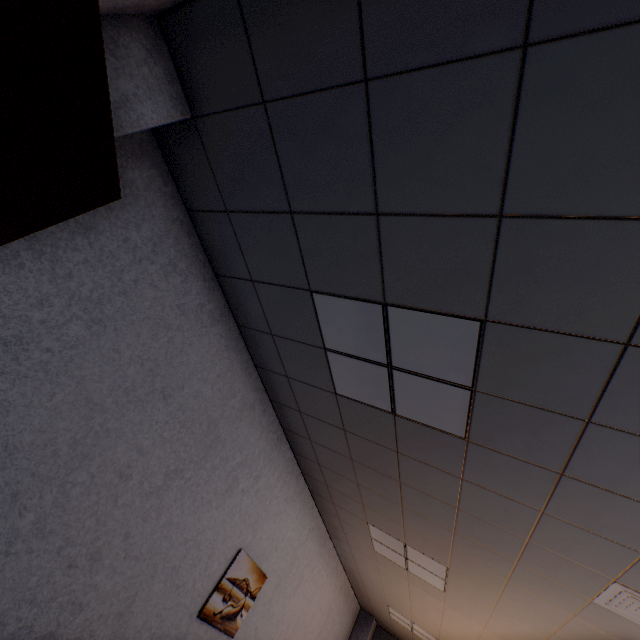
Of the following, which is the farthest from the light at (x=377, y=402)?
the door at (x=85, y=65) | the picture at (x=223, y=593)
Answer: the picture at (x=223, y=593)

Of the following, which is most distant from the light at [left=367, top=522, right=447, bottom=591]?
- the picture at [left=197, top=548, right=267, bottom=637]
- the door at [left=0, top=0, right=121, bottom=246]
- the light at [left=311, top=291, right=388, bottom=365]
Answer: the door at [left=0, top=0, right=121, bottom=246]

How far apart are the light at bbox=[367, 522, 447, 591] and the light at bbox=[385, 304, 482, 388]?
2.51m

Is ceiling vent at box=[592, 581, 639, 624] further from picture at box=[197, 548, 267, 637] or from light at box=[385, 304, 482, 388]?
picture at box=[197, 548, 267, 637]

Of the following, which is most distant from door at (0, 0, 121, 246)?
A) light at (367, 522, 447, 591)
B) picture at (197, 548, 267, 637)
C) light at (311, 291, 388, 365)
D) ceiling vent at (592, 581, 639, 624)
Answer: light at (367, 522, 447, 591)

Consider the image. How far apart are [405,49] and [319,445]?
3.3m

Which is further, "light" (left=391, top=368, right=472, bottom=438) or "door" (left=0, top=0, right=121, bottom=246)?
"light" (left=391, top=368, right=472, bottom=438)

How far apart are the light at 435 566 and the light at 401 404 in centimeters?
251cm
